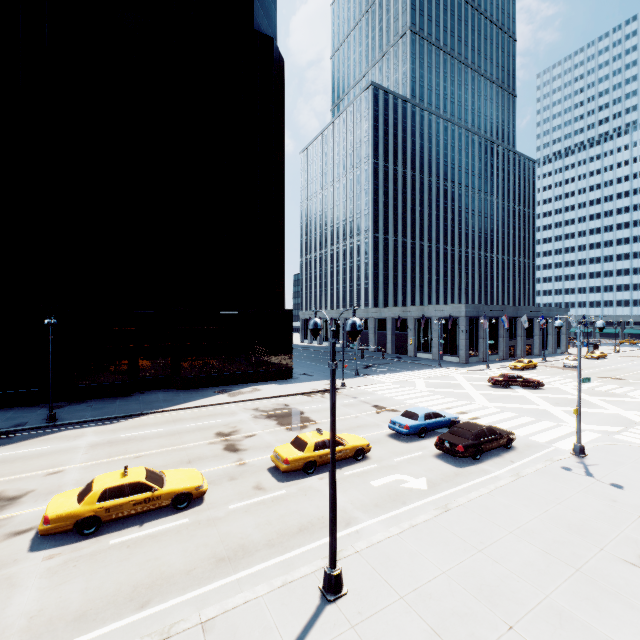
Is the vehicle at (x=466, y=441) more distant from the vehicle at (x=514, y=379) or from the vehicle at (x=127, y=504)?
the vehicle at (x=514, y=379)

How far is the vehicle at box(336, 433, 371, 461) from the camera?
16.1m

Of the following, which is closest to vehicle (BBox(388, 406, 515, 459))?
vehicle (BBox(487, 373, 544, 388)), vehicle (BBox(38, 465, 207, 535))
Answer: vehicle (BBox(38, 465, 207, 535))

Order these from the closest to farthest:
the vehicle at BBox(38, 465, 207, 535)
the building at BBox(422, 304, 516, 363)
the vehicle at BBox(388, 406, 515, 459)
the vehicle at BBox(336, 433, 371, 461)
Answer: the vehicle at BBox(38, 465, 207, 535) → the vehicle at BBox(336, 433, 371, 461) → the vehicle at BBox(388, 406, 515, 459) → the building at BBox(422, 304, 516, 363)

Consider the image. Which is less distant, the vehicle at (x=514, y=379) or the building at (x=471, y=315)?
the vehicle at (x=514, y=379)

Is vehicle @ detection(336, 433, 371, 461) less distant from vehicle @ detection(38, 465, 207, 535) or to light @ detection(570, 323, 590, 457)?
vehicle @ detection(38, 465, 207, 535)

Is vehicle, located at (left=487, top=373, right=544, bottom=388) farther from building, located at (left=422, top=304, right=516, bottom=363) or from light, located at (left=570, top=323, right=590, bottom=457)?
light, located at (left=570, top=323, right=590, bottom=457)

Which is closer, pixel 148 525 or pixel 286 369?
pixel 148 525
